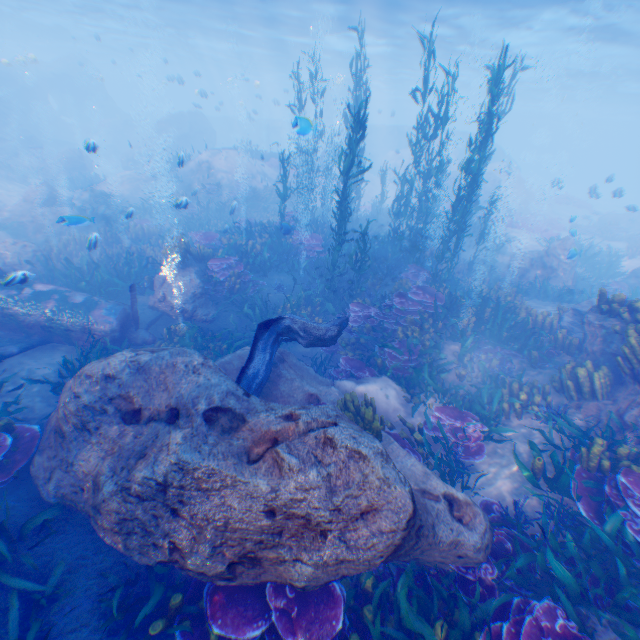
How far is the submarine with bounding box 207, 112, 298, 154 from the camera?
42.04m

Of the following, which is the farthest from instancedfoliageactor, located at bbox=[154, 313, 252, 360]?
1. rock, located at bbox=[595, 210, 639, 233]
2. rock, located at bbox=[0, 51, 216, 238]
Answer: rock, located at bbox=[595, 210, 639, 233]

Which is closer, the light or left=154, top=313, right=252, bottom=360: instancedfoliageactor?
left=154, top=313, right=252, bottom=360: instancedfoliageactor

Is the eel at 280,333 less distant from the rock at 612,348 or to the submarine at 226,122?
the rock at 612,348

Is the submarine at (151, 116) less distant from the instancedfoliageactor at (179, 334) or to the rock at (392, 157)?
the rock at (392, 157)

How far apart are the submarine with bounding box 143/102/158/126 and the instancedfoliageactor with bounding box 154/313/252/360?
56.83m

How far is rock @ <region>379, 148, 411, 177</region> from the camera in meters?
33.0 m

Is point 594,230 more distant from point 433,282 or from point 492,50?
point 433,282
